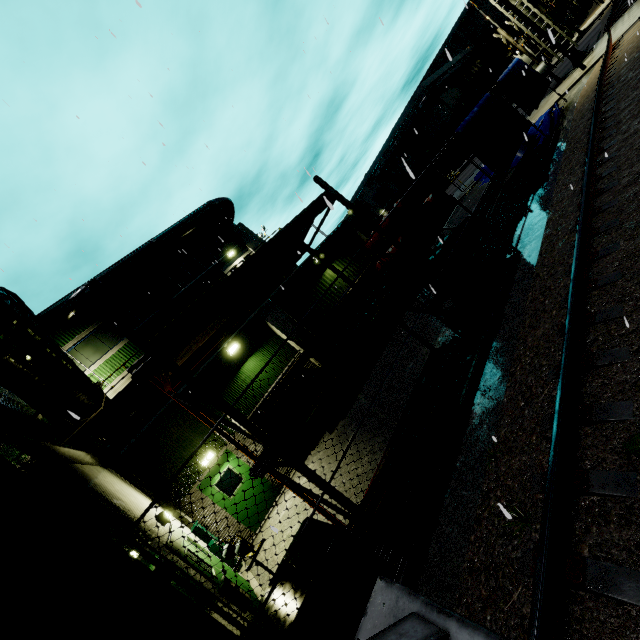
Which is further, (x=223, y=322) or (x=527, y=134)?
(x=527, y=134)

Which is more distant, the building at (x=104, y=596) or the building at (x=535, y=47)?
the building at (x=535, y=47)

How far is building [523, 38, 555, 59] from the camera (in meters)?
37.04

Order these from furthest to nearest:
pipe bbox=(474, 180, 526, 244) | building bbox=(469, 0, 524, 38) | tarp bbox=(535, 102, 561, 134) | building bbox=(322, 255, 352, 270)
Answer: building bbox=(469, 0, 524, 38) < building bbox=(322, 255, 352, 270) < tarp bbox=(535, 102, 561, 134) < pipe bbox=(474, 180, 526, 244)

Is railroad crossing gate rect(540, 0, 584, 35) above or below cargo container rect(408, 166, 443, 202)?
below

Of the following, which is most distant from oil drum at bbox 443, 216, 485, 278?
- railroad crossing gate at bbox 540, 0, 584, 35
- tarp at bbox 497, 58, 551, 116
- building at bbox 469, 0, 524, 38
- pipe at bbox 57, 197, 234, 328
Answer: railroad crossing gate at bbox 540, 0, 584, 35

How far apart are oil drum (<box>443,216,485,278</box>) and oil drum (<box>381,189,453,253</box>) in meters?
0.4 m

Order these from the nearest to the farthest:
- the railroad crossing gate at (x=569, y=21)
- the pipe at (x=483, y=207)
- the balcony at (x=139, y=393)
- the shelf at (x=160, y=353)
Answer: the shelf at (x=160, y=353) → the pipe at (x=483, y=207) → the balcony at (x=139, y=393) → the railroad crossing gate at (x=569, y=21)
